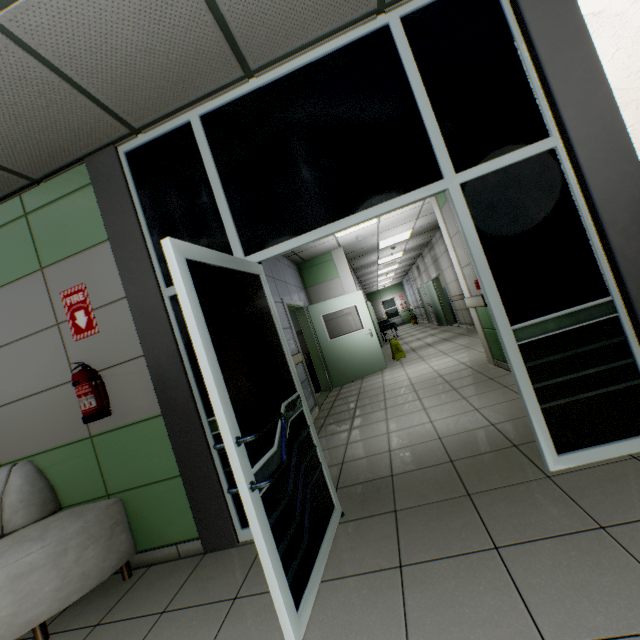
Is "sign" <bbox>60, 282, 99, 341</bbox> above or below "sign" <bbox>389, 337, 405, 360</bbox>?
above

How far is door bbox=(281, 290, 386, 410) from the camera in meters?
7.4

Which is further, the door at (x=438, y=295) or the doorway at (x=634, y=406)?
the door at (x=438, y=295)

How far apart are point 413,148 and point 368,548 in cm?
262

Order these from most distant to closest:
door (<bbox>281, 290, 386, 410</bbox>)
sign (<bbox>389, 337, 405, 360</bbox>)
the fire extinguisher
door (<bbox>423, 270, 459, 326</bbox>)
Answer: door (<bbox>423, 270, 459, 326</bbox>) < sign (<bbox>389, 337, 405, 360</bbox>) < door (<bbox>281, 290, 386, 410</bbox>) < the fire extinguisher

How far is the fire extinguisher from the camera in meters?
2.5 m

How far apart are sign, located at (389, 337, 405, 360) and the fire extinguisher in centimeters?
724cm

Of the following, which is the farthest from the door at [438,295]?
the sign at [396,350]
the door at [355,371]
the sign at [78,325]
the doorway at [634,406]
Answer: the sign at [78,325]
